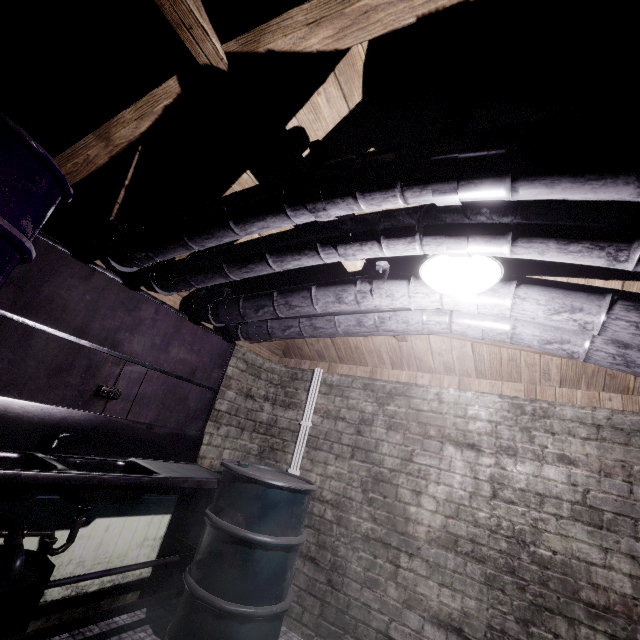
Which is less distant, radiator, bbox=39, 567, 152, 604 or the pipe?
the pipe

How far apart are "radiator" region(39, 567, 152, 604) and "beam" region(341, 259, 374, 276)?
1.4m

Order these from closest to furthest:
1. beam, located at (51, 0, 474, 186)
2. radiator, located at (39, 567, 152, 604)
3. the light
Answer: beam, located at (51, 0, 474, 186) → the light → radiator, located at (39, 567, 152, 604)

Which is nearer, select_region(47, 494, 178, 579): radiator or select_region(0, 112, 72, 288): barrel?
select_region(0, 112, 72, 288): barrel

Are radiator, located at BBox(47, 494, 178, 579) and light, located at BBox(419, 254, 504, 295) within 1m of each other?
no

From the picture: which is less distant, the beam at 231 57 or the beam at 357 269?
the beam at 231 57

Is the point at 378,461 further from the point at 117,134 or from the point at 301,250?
the point at 117,134

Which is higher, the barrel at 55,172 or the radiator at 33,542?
the barrel at 55,172
